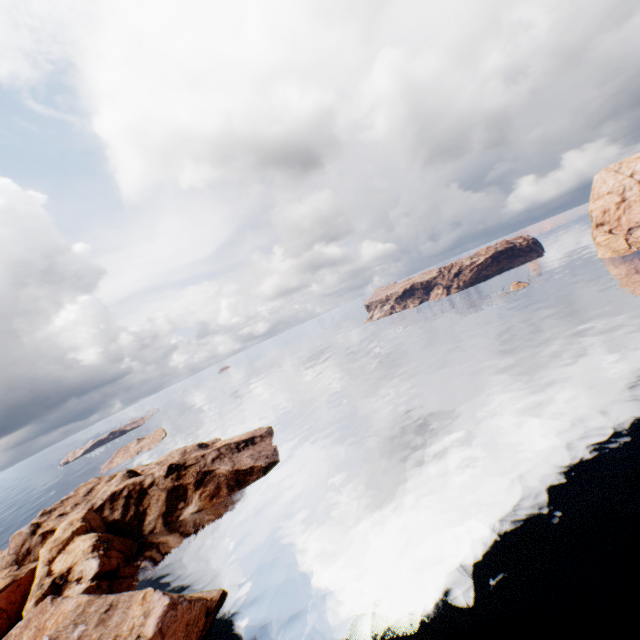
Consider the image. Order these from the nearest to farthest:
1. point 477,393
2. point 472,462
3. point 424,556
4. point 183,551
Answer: point 424,556, point 472,462, point 183,551, point 477,393
